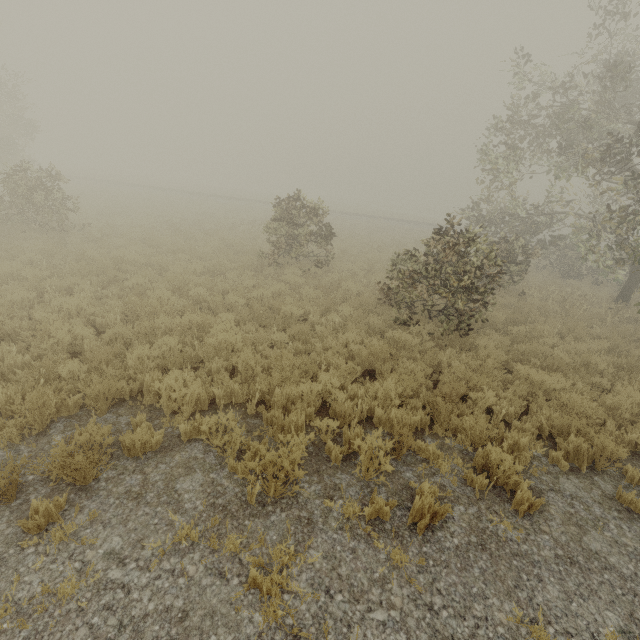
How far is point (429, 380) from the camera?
6.7m
